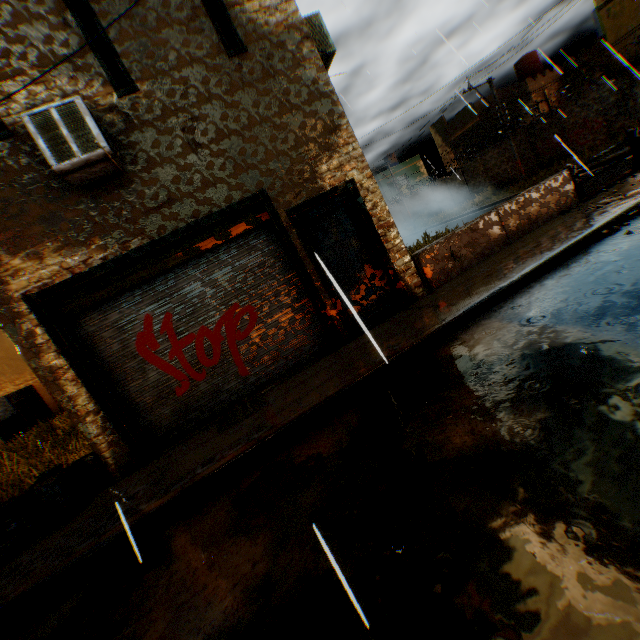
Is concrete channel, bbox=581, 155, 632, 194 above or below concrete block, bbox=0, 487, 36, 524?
below

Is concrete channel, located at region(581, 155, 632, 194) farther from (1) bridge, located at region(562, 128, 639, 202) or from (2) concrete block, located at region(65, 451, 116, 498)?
(2) concrete block, located at region(65, 451, 116, 498)

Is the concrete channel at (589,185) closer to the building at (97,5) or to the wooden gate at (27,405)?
the building at (97,5)

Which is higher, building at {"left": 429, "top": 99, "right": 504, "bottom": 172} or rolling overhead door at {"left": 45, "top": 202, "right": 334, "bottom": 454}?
building at {"left": 429, "top": 99, "right": 504, "bottom": 172}

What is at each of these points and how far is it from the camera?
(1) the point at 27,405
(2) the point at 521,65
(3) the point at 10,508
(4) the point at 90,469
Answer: (1) wooden gate, 18.69m
(2) water tank, 25.59m
(3) concrete block, 5.22m
(4) concrete block, 5.49m

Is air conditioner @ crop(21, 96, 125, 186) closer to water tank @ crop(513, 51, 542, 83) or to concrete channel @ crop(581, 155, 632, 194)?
concrete channel @ crop(581, 155, 632, 194)

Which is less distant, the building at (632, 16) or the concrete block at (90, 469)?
the concrete block at (90, 469)

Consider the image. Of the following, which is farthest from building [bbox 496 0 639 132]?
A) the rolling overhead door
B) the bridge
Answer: the bridge
